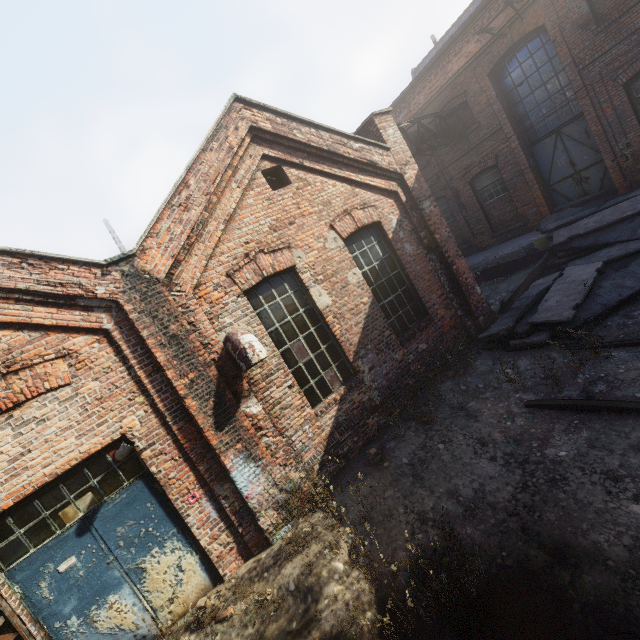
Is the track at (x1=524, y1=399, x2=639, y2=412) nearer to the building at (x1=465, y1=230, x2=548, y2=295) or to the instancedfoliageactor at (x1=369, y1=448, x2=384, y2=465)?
the instancedfoliageactor at (x1=369, y1=448, x2=384, y2=465)

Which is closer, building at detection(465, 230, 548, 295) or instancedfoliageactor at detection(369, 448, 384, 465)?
instancedfoliageactor at detection(369, 448, 384, 465)

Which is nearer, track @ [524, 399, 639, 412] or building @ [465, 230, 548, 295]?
track @ [524, 399, 639, 412]

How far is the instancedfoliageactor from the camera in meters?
5.7

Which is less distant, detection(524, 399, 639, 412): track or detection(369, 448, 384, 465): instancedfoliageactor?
detection(524, 399, 639, 412): track

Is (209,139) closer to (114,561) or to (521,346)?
(114,561)

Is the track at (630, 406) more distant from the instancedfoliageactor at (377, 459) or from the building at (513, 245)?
the building at (513, 245)
